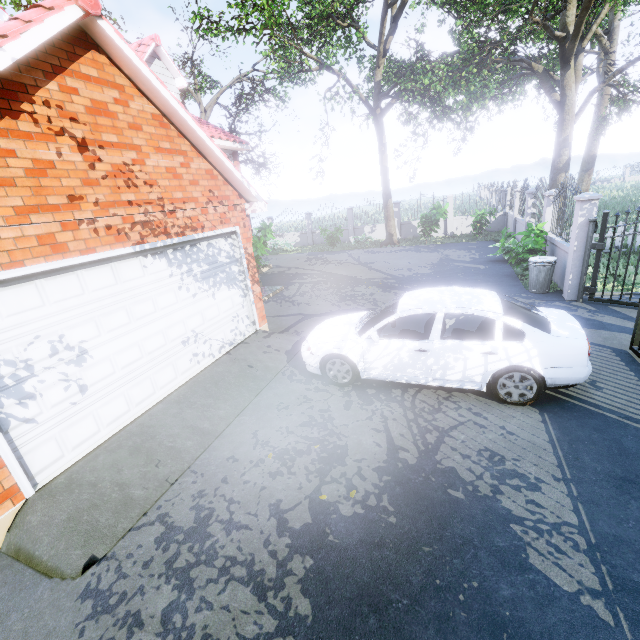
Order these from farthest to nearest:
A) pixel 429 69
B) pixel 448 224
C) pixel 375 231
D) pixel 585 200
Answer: pixel 375 231 < pixel 448 224 < pixel 429 69 < pixel 585 200

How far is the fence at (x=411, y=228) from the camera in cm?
2138

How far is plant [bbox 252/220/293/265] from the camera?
12.5 meters

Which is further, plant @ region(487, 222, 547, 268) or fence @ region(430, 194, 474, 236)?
fence @ region(430, 194, 474, 236)

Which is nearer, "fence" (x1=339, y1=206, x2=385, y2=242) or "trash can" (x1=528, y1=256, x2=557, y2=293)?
"trash can" (x1=528, y1=256, x2=557, y2=293)

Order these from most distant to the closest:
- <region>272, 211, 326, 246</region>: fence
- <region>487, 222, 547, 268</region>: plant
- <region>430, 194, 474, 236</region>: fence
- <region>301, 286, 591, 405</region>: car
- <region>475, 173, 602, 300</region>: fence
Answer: <region>272, 211, 326, 246</region>: fence → <region>430, 194, 474, 236</region>: fence → <region>487, 222, 547, 268</region>: plant → <region>475, 173, 602, 300</region>: fence → <region>301, 286, 591, 405</region>: car

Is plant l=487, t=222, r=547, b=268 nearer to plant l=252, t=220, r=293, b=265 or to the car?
the car

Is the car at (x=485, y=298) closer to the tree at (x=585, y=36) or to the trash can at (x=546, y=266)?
the trash can at (x=546, y=266)
